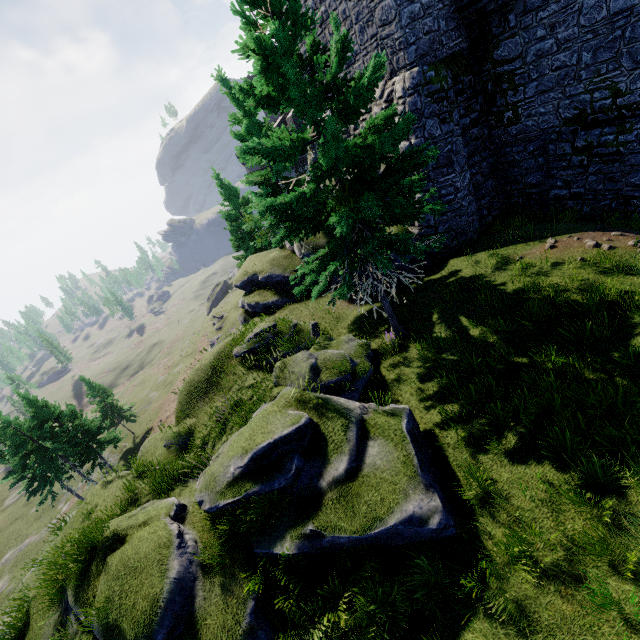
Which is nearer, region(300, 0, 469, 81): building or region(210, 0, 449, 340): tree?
region(210, 0, 449, 340): tree

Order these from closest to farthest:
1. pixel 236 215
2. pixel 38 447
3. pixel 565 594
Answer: pixel 565 594
pixel 38 447
pixel 236 215

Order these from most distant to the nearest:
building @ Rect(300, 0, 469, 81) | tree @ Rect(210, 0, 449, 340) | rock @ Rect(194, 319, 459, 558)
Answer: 1. building @ Rect(300, 0, 469, 81)
2. tree @ Rect(210, 0, 449, 340)
3. rock @ Rect(194, 319, 459, 558)

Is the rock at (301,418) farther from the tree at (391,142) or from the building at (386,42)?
the building at (386,42)

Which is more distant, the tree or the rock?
the tree

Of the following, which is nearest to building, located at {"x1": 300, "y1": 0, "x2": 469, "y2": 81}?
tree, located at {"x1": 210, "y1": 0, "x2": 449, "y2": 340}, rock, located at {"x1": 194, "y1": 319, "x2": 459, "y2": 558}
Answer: tree, located at {"x1": 210, "y1": 0, "x2": 449, "y2": 340}

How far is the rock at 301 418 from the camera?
6.85m

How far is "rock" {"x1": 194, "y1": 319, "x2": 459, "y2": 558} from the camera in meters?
6.8 m
